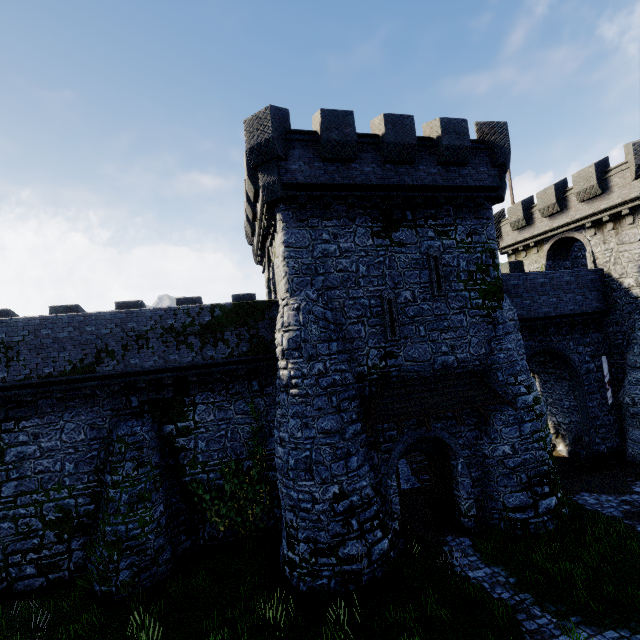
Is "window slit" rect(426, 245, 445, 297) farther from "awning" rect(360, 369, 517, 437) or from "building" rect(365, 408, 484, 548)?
"awning" rect(360, 369, 517, 437)

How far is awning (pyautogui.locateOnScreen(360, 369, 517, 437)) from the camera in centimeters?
1180cm

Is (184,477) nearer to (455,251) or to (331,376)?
(331,376)

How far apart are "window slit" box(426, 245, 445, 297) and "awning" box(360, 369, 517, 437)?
3.1 meters

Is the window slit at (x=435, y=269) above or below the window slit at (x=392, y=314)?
above

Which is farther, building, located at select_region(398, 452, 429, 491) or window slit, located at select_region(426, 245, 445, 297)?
building, located at select_region(398, 452, 429, 491)

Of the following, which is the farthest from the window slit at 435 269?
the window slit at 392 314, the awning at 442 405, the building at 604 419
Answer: the awning at 442 405

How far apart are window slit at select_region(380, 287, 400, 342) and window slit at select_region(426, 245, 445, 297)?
1.5 meters
